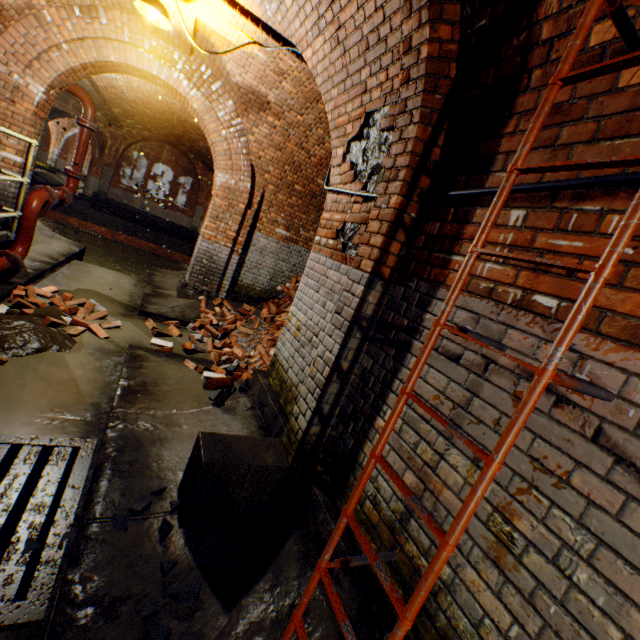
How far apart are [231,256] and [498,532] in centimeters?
725cm

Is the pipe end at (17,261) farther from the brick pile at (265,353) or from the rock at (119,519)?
the rock at (119,519)

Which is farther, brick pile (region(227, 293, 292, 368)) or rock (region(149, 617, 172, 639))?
brick pile (region(227, 293, 292, 368))

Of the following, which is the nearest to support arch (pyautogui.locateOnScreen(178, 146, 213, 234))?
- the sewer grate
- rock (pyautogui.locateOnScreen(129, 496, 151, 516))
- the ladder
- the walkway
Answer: the walkway

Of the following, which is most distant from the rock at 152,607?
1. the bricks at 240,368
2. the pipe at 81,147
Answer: the pipe at 81,147

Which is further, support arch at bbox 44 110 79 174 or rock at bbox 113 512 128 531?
support arch at bbox 44 110 79 174

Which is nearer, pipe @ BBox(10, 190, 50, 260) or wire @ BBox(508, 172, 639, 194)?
wire @ BBox(508, 172, 639, 194)

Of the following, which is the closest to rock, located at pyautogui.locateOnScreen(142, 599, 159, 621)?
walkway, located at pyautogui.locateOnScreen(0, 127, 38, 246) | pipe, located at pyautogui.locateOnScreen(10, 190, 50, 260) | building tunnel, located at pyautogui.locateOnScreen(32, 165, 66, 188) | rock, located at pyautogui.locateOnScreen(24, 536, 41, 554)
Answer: rock, located at pyautogui.locateOnScreen(24, 536, 41, 554)
